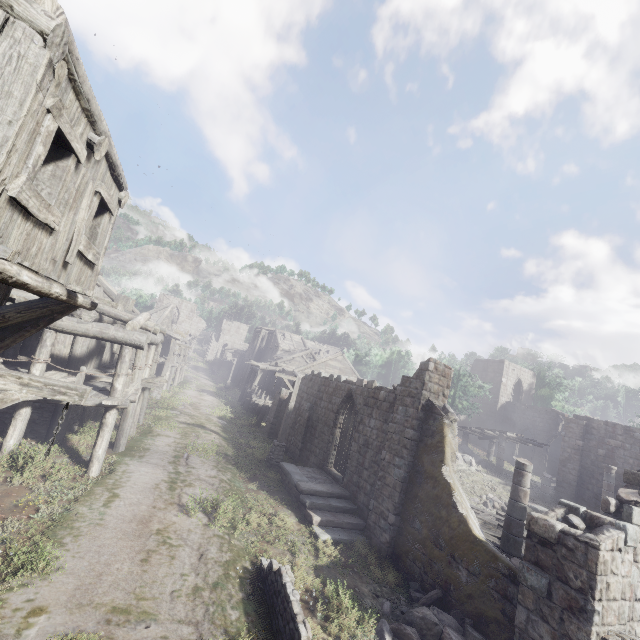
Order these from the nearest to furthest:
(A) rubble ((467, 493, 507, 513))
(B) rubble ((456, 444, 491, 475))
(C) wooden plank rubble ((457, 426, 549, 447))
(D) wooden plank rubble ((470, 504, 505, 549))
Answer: (D) wooden plank rubble ((470, 504, 505, 549)) → (A) rubble ((467, 493, 507, 513)) → (B) rubble ((456, 444, 491, 475)) → (C) wooden plank rubble ((457, 426, 549, 447))

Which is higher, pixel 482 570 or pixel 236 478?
pixel 482 570

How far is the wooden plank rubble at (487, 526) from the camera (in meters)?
11.50

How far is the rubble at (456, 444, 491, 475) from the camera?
23.9m

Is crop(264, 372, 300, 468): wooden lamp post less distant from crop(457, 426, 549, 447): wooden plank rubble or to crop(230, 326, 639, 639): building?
crop(230, 326, 639, 639): building

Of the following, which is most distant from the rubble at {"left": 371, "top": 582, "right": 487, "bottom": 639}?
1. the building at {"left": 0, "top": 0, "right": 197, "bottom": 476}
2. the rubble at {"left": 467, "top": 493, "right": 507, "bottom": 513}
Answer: the rubble at {"left": 467, "top": 493, "right": 507, "bottom": 513}

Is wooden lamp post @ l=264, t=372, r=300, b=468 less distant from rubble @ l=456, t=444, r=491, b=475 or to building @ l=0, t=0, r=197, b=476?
building @ l=0, t=0, r=197, b=476

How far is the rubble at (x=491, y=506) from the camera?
17.5m
